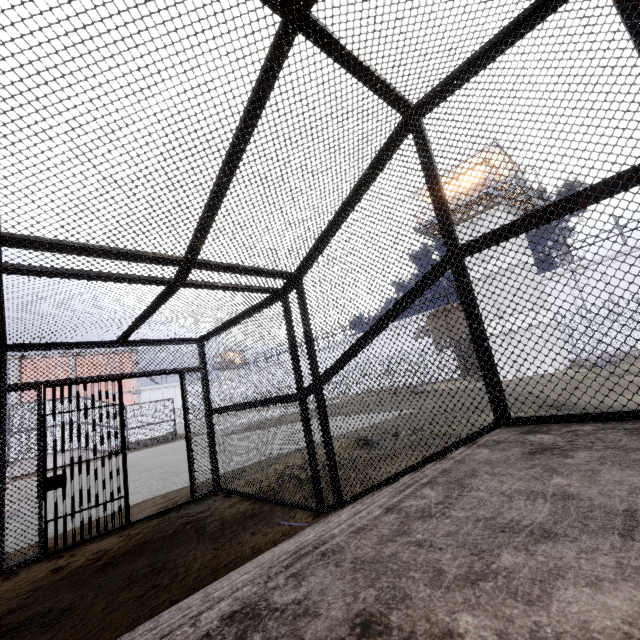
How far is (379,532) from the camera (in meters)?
1.21

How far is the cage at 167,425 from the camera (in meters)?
20.86

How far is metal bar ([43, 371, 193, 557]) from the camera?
4.7m

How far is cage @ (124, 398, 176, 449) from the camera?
20.9m

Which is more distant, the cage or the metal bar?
the cage

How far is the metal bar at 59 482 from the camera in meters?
4.7
